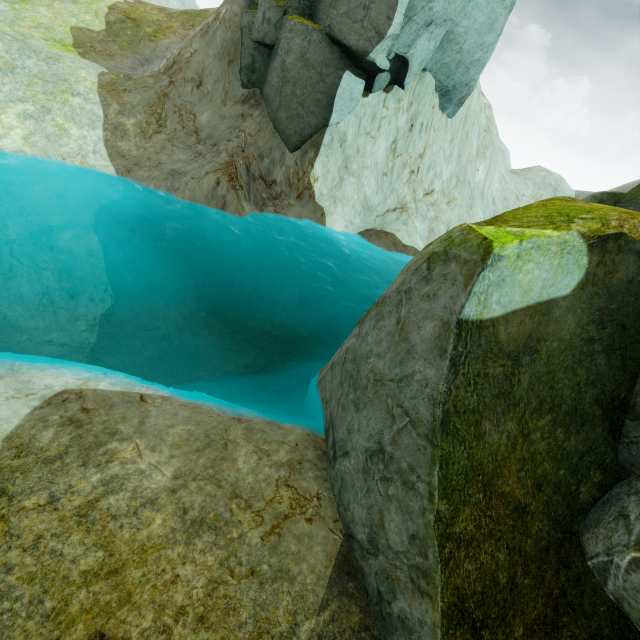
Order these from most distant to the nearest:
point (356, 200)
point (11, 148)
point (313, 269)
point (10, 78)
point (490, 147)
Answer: point (490, 147)
point (356, 200)
point (313, 269)
point (10, 78)
point (11, 148)

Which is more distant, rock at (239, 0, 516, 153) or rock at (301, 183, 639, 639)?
rock at (239, 0, 516, 153)

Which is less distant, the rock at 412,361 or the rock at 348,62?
the rock at 412,361

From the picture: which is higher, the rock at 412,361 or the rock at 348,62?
the rock at 348,62

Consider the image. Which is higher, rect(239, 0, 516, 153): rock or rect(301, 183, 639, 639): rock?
rect(239, 0, 516, 153): rock
